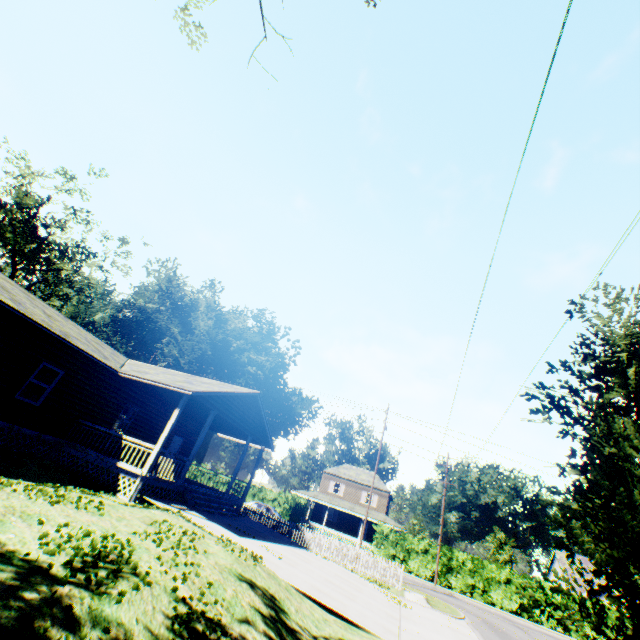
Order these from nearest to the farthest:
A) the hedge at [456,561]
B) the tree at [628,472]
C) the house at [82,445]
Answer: the tree at [628,472], the house at [82,445], the hedge at [456,561]

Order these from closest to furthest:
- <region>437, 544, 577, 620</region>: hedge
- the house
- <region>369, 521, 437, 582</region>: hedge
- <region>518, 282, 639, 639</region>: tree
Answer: <region>518, 282, 639, 639</region>: tree → the house → <region>437, 544, 577, 620</region>: hedge → <region>369, 521, 437, 582</region>: hedge

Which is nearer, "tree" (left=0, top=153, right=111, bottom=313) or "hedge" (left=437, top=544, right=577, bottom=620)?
"hedge" (left=437, top=544, right=577, bottom=620)

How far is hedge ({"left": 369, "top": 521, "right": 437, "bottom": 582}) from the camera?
31.70m

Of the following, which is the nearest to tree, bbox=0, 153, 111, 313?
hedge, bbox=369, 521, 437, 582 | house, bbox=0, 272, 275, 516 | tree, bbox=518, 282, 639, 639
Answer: house, bbox=0, 272, 275, 516

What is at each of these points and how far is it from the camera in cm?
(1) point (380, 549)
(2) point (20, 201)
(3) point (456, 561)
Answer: (1) hedge, 3341
(2) tree, 3183
(3) hedge, 3139

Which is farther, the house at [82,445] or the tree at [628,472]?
the house at [82,445]

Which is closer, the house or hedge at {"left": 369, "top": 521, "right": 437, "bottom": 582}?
the house
